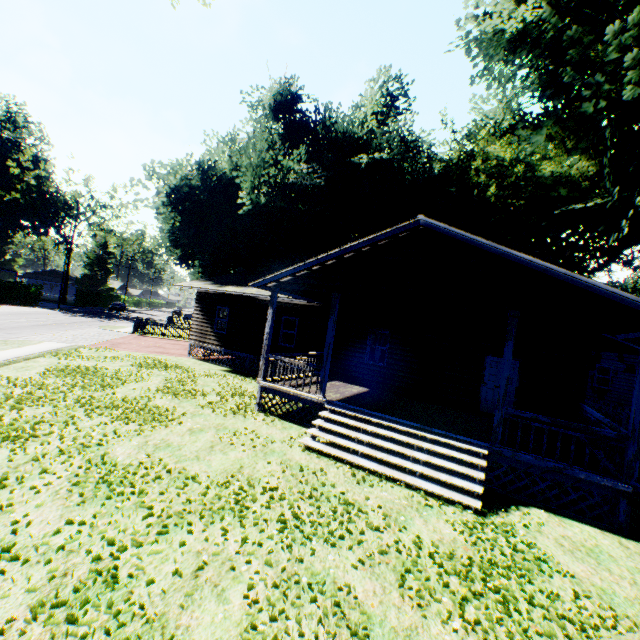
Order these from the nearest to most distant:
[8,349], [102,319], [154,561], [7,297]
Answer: [154,561] < [8,349] < [102,319] < [7,297]

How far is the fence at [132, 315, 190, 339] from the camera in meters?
28.5 m

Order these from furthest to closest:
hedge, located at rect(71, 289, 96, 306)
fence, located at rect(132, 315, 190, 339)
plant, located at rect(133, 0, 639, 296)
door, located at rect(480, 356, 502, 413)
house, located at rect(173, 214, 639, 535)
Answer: hedge, located at rect(71, 289, 96, 306), fence, located at rect(132, 315, 190, 339), plant, located at rect(133, 0, 639, 296), door, located at rect(480, 356, 502, 413), house, located at rect(173, 214, 639, 535)

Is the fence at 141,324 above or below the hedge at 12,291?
below

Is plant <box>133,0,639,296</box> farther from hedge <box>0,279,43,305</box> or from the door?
hedge <box>0,279,43,305</box>

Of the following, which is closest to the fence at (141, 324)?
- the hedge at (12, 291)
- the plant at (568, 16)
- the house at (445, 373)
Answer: the plant at (568, 16)

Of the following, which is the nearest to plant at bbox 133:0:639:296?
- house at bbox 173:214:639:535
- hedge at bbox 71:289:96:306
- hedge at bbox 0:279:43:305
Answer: house at bbox 173:214:639:535
